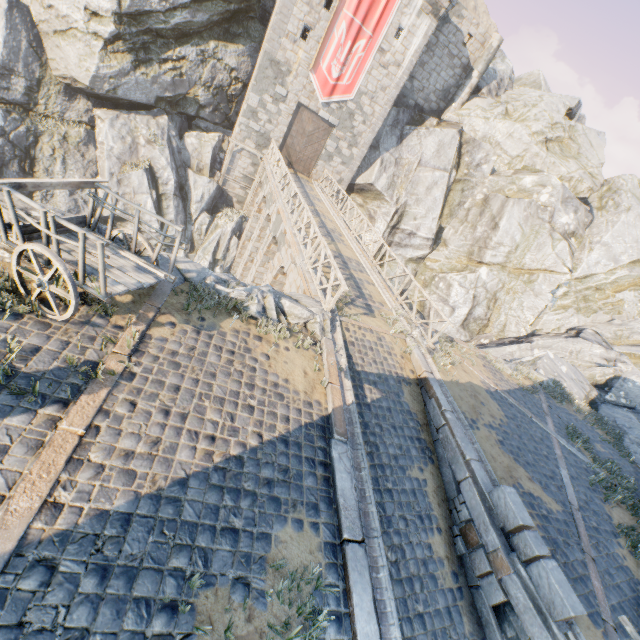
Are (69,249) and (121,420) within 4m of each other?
yes

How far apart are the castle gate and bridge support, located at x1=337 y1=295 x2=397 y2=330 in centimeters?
1678cm

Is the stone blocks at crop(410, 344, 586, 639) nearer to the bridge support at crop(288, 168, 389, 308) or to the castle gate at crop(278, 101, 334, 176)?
the bridge support at crop(288, 168, 389, 308)

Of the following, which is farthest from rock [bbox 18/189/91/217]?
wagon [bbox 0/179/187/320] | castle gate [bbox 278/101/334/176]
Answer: castle gate [bbox 278/101/334/176]

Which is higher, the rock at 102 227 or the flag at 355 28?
the flag at 355 28

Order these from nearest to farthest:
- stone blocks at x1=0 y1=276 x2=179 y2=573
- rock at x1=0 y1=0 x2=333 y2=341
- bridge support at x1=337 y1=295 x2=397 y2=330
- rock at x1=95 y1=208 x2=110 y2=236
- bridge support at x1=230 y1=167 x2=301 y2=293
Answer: stone blocks at x1=0 y1=276 x2=179 y2=573
rock at x1=95 y1=208 x2=110 y2=236
bridge support at x1=337 y1=295 x2=397 y2=330
bridge support at x1=230 y1=167 x2=301 y2=293
rock at x1=0 y1=0 x2=333 y2=341

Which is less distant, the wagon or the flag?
the wagon

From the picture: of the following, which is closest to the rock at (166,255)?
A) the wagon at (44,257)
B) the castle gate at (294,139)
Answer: the wagon at (44,257)
